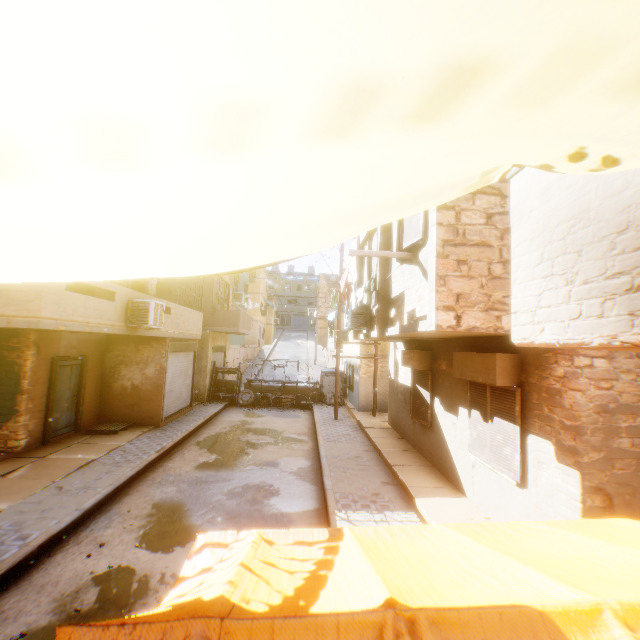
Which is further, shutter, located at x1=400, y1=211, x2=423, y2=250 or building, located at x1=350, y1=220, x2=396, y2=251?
building, located at x1=350, y1=220, x2=396, y2=251

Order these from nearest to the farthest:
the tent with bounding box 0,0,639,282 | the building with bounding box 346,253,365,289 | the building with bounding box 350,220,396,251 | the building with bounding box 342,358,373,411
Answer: the tent with bounding box 0,0,639,282 → the building with bounding box 350,220,396,251 → the building with bounding box 346,253,365,289 → the building with bounding box 342,358,373,411

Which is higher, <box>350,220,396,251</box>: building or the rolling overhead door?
<box>350,220,396,251</box>: building

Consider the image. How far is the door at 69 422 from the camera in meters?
10.1

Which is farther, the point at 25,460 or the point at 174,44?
the point at 25,460

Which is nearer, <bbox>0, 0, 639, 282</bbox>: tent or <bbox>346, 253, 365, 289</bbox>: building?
<bbox>0, 0, 639, 282</bbox>: tent

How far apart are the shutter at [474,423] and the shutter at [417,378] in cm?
206

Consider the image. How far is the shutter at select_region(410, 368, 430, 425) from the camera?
9.1 meters
